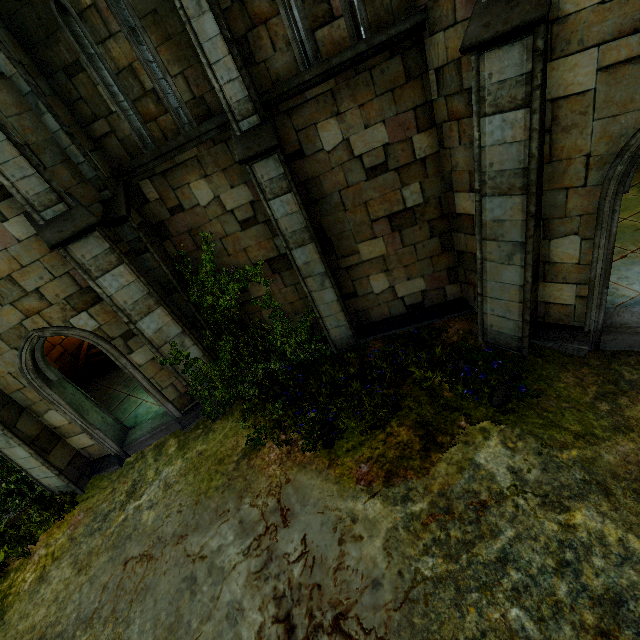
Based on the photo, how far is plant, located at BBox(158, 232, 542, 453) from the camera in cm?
646

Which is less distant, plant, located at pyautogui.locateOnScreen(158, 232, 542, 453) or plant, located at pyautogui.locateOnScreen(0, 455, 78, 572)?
plant, located at pyautogui.locateOnScreen(158, 232, 542, 453)

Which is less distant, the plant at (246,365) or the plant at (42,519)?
the plant at (246,365)

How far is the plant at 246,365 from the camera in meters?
6.5

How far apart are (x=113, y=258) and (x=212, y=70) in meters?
4.1 m
